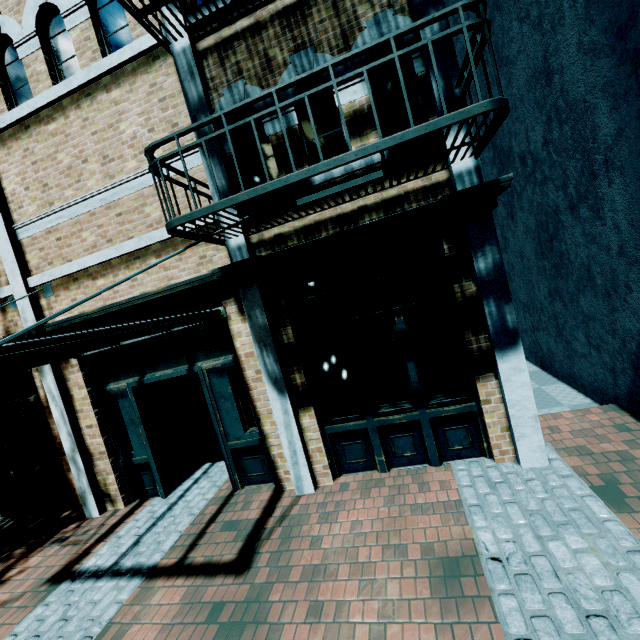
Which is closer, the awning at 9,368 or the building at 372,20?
the awning at 9,368

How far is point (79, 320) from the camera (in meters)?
5.11

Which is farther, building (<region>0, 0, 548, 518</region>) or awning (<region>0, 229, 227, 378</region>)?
building (<region>0, 0, 548, 518</region>)
